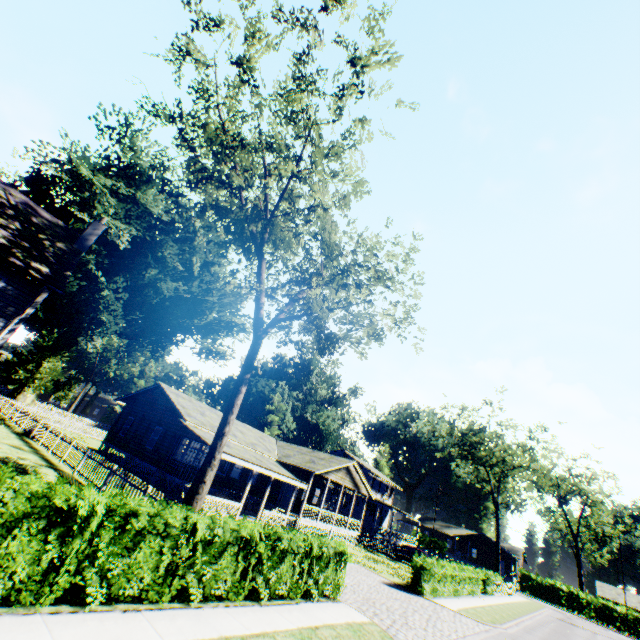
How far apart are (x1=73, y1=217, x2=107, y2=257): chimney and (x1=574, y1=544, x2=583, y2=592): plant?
85.2m

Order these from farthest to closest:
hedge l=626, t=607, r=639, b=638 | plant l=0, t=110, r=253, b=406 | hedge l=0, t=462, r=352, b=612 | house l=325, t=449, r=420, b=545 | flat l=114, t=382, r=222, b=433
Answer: hedge l=626, t=607, r=639, b=638, house l=325, t=449, r=420, b=545, plant l=0, t=110, r=253, b=406, flat l=114, t=382, r=222, b=433, hedge l=0, t=462, r=352, b=612

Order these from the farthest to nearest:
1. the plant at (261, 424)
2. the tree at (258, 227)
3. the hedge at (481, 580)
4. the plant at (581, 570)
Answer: the plant at (581, 570) → the plant at (261, 424) → the hedge at (481, 580) → the tree at (258, 227)

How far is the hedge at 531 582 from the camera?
45.56m

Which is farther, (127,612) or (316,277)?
(316,277)

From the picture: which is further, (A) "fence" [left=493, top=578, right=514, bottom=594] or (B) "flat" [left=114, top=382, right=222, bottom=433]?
(A) "fence" [left=493, top=578, right=514, bottom=594]

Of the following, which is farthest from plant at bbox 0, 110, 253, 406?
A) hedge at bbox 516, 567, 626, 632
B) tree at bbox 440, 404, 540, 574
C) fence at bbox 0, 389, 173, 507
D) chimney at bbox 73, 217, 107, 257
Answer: hedge at bbox 516, 567, 626, 632

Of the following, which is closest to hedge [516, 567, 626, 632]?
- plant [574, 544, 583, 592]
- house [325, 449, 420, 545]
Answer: plant [574, 544, 583, 592]
